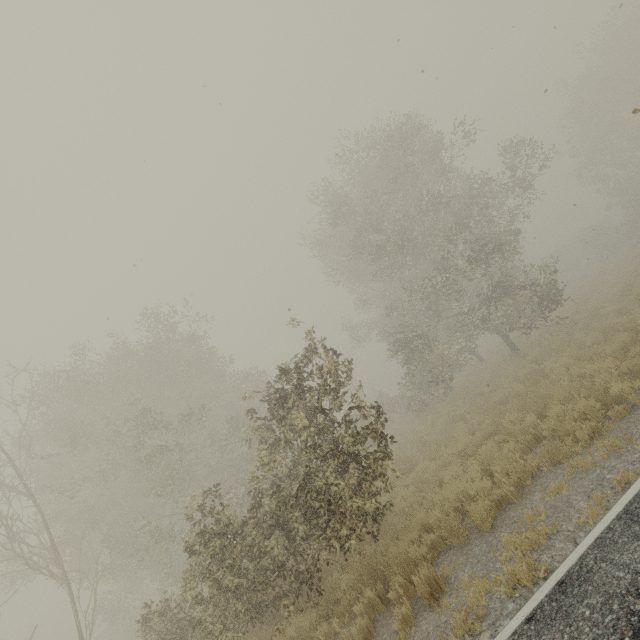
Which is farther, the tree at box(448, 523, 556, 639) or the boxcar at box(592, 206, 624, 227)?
the boxcar at box(592, 206, 624, 227)

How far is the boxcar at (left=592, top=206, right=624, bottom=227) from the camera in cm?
5694

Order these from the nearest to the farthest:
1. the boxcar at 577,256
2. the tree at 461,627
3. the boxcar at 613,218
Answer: the tree at 461,627, the boxcar at 577,256, the boxcar at 613,218

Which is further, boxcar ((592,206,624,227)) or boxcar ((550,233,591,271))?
boxcar ((592,206,624,227))

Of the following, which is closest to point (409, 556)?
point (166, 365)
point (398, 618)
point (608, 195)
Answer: point (398, 618)

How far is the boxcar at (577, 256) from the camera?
51.8 meters

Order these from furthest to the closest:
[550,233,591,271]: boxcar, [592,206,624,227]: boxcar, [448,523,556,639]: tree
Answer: [592,206,624,227]: boxcar
[550,233,591,271]: boxcar
[448,523,556,639]: tree
